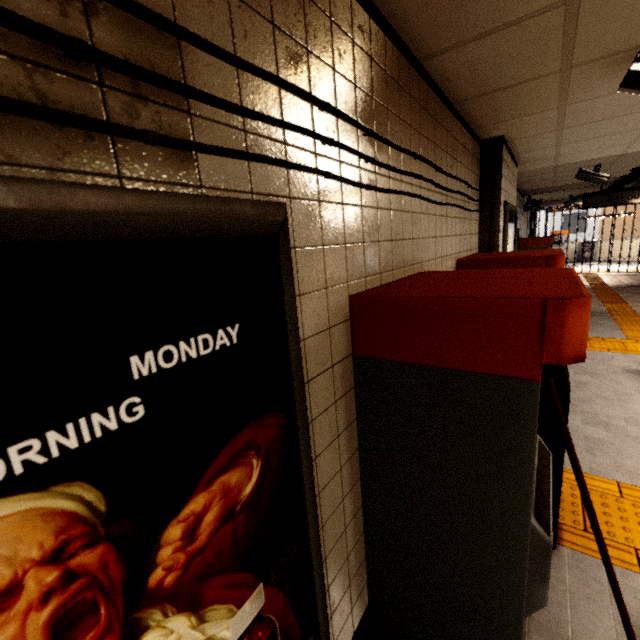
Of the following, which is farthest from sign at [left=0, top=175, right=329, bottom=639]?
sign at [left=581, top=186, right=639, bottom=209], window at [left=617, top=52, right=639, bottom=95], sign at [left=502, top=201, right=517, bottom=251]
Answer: sign at [left=581, top=186, right=639, bottom=209]

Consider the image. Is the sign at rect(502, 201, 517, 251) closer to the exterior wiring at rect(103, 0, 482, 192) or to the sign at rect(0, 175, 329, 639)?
the exterior wiring at rect(103, 0, 482, 192)

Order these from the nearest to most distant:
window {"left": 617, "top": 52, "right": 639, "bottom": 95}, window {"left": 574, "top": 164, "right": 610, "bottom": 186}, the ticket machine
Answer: the ticket machine → window {"left": 617, "top": 52, "right": 639, "bottom": 95} → window {"left": 574, "top": 164, "right": 610, "bottom": 186}

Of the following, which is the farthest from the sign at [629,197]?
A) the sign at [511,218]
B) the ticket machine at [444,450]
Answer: the ticket machine at [444,450]

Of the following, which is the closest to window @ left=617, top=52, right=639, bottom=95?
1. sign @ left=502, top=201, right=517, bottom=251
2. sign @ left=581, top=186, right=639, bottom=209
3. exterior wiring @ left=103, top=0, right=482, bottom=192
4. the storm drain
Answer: the storm drain

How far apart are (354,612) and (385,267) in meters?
1.6

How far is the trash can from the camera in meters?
1.9 m

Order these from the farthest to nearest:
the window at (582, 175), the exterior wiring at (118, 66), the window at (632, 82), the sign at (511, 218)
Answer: the window at (582, 175), the sign at (511, 218), the window at (632, 82), the exterior wiring at (118, 66)
